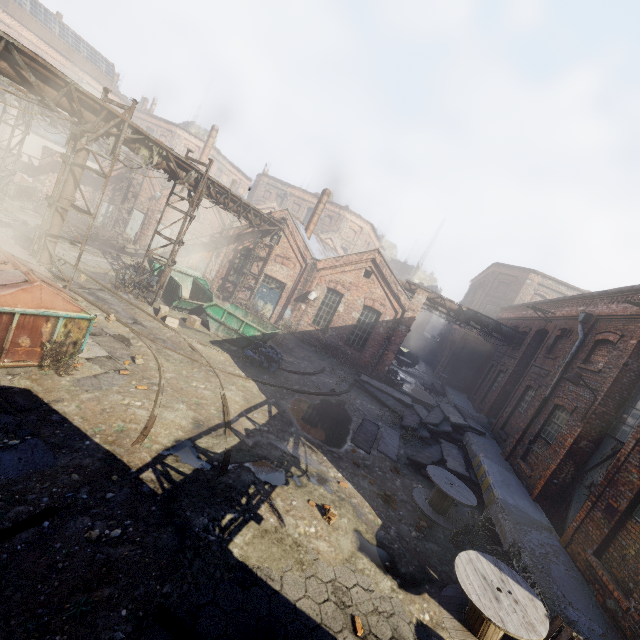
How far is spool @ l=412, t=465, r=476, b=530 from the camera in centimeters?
896cm

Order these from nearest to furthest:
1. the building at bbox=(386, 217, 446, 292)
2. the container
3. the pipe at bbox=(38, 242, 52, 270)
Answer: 1. the pipe at bbox=(38, 242, 52, 270)
2. the container
3. the building at bbox=(386, 217, 446, 292)

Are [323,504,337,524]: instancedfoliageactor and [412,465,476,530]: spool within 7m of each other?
yes

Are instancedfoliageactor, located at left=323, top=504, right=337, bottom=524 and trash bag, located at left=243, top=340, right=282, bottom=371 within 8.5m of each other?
yes

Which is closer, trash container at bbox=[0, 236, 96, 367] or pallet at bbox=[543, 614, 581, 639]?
pallet at bbox=[543, 614, 581, 639]

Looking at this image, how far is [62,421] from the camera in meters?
6.3 m

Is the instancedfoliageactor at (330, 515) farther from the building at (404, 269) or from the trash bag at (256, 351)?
the building at (404, 269)

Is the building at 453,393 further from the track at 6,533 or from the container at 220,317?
the container at 220,317
